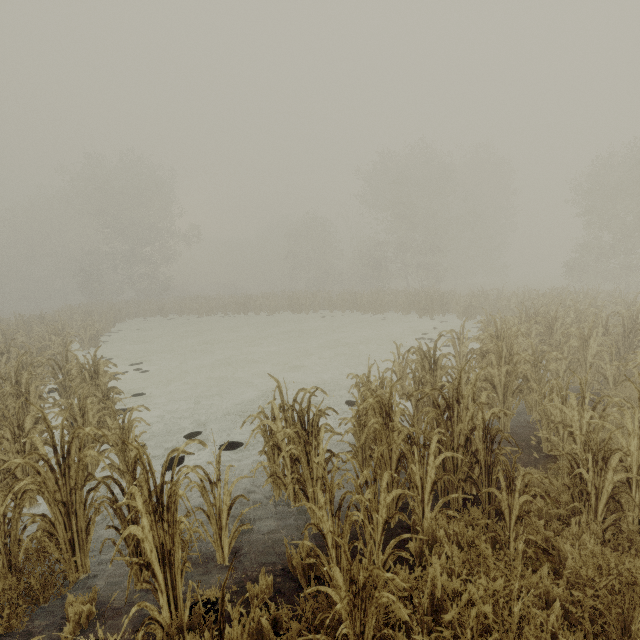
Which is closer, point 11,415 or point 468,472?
point 468,472
